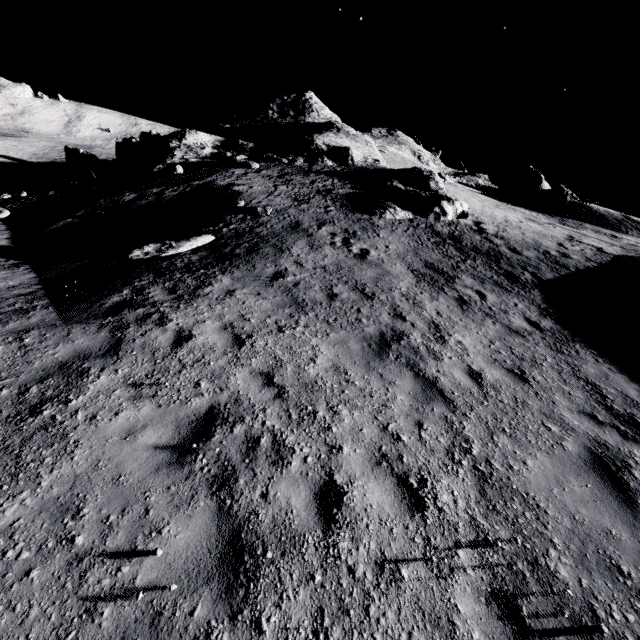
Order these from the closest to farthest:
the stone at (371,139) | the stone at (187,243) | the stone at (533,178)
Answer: the stone at (187,243) → the stone at (371,139) → the stone at (533,178)

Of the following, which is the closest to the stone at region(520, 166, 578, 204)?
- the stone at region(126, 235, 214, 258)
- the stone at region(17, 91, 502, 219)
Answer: the stone at region(17, 91, 502, 219)

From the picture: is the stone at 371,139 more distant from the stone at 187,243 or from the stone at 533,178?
the stone at 533,178

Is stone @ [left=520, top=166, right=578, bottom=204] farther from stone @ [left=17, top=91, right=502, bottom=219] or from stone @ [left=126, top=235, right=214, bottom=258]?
stone @ [left=126, top=235, right=214, bottom=258]

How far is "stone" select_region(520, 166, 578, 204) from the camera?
38.0m

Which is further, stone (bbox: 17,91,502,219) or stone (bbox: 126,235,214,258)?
stone (bbox: 17,91,502,219)

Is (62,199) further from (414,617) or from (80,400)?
(414,617)

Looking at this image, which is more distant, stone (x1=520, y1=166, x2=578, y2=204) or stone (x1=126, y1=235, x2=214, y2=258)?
stone (x1=520, y1=166, x2=578, y2=204)
